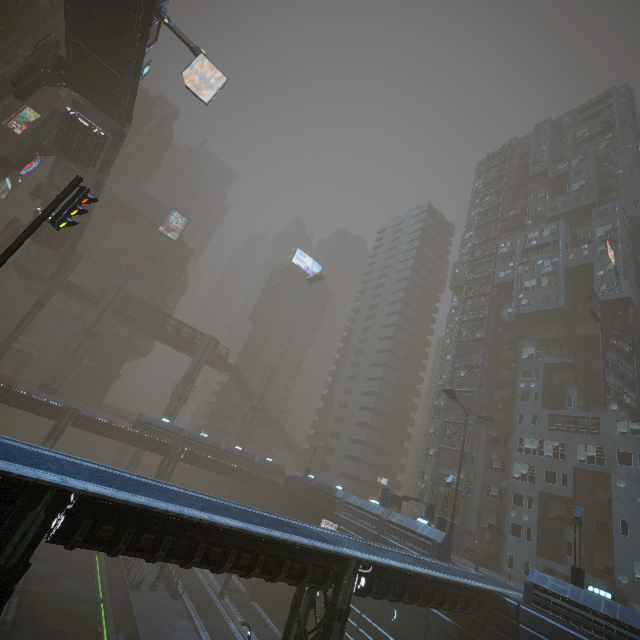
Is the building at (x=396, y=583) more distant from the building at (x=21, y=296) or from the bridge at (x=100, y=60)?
the bridge at (x=100, y=60)

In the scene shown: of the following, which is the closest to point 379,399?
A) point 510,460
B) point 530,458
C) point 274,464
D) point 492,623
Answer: point 274,464

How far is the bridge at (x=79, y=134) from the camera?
31.4 meters

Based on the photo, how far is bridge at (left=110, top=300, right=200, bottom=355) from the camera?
53.50m

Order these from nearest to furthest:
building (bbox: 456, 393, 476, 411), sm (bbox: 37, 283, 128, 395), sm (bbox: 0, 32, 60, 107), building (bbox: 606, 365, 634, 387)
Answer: sm (bbox: 0, 32, 60, 107) → building (bbox: 606, 365, 634, 387) → building (bbox: 456, 393, 476, 411) → sm (bbox: 37, 283, 128, 395)

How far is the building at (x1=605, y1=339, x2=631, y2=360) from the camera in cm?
3475

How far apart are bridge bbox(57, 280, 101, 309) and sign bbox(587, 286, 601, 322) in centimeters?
6556cm
